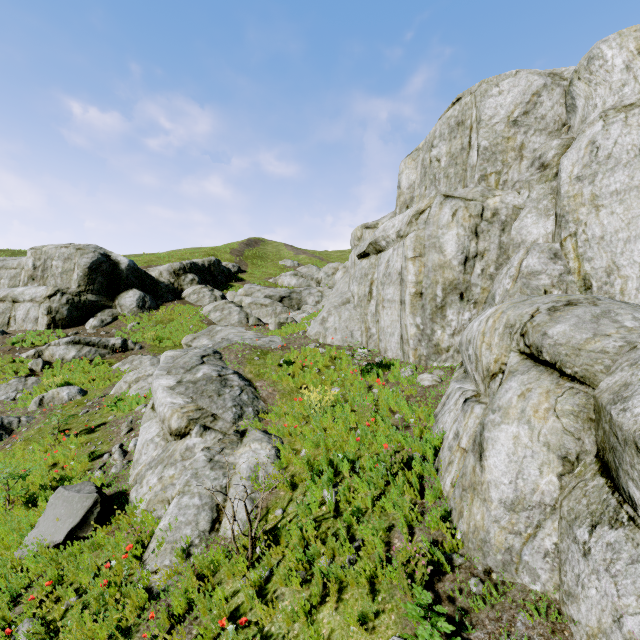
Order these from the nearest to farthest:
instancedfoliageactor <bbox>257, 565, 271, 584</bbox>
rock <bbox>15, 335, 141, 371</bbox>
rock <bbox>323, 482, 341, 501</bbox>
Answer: instancedfoliageactor <bbox>257, 565, 271, 584</bbox> < rock <bbox>323, 482, 341, 501</bbox> < rock <bbox>15, 335, 141, 371</bbox>

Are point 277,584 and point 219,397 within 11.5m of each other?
yes

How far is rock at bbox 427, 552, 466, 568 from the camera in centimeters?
355cm

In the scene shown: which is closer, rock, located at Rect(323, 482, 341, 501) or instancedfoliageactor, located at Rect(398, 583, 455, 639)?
instancedfoliageactor, located at Rect(398, 583, 455, 639)

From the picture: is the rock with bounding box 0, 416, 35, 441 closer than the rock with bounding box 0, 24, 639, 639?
No

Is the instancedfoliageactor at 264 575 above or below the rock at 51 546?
above

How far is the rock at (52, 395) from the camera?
14.0m
